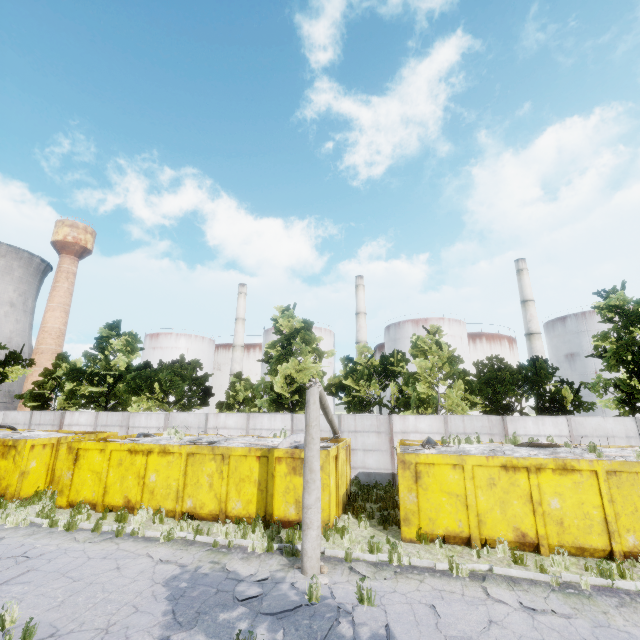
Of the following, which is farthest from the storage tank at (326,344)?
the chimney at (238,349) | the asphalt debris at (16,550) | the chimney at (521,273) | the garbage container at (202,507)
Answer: the asphalt debris at (16,550)

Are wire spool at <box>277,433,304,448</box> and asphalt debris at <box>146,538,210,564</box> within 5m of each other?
yes

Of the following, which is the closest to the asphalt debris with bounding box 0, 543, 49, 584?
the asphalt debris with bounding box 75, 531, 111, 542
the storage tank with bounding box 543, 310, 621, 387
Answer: the asphalt debris with bounding box 75, 531, 111, 542

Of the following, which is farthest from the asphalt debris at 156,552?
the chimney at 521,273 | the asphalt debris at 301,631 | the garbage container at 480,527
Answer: the chimney at 521,273

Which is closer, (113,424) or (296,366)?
(296,366)

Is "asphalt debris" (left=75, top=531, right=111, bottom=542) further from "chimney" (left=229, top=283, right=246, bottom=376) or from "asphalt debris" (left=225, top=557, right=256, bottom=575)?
"chimney" (left=229, top=283, right=246, bottom=376)

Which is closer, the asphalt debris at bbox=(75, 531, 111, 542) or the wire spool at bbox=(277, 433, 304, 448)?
the asphalt debris at bbox=(75, 531, 111, 542)

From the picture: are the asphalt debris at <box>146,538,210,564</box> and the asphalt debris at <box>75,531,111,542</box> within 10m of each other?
yes
